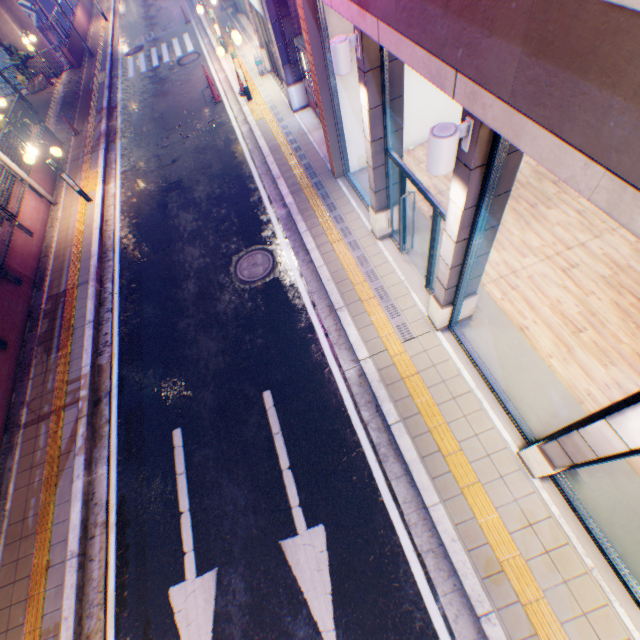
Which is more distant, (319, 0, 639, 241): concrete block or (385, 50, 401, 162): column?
(385, 50, 401, 162): column

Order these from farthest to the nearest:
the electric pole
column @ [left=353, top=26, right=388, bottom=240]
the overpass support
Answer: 1. the electric pole
2. the overpass support
3. column @ [left=353, top=26, right=388, bottom=240]

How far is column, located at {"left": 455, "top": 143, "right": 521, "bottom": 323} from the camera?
3.6 meters

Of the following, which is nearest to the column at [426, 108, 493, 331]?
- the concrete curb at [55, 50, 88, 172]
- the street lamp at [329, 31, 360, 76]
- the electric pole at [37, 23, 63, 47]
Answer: the street lamp at [329, 31, 360, 76]

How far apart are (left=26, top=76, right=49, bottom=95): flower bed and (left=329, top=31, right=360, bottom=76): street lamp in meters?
23.8 m

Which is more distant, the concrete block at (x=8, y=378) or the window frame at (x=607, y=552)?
the concrete block at (x=8, y=378)

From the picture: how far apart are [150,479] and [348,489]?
4.1 meters

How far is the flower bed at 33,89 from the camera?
18.9 meters
